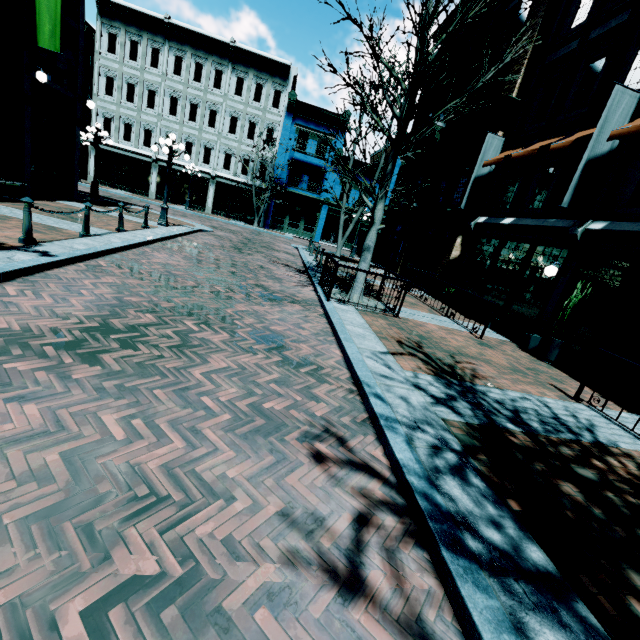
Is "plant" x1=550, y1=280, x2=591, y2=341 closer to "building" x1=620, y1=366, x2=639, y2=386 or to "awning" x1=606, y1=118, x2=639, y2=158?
"building" x1=620, y1=366, x2=639, y2=386

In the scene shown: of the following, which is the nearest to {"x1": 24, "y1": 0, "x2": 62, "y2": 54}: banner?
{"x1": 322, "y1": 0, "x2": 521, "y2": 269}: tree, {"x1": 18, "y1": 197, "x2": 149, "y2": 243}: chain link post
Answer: {"x1": 18, "y1": 197, "x2": 149, "y2": 243}: chain link post

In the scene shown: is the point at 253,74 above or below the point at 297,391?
above

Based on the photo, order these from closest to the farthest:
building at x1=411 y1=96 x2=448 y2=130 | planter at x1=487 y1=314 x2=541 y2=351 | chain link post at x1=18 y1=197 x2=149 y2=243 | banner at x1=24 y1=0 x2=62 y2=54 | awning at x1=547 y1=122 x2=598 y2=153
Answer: chain link post at x1=18 y1=197 x2=149 y2=243, awning at x1=547 y1=122 x2=598 y2=153, planter at x1=487 y1=314 x2=541 y2=351, banner at x1=24 y1=0 x2=62 y2=54, building at x1=411 y1=96 x2=448 y2=130

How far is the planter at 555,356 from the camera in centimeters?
800cm

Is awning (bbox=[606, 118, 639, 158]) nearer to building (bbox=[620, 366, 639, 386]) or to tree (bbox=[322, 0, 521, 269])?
building (bbox=[620, 366, 639, 386])

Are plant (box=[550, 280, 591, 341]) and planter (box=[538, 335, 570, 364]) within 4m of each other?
yes

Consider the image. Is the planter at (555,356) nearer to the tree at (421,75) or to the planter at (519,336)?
the planter at (519,336)
